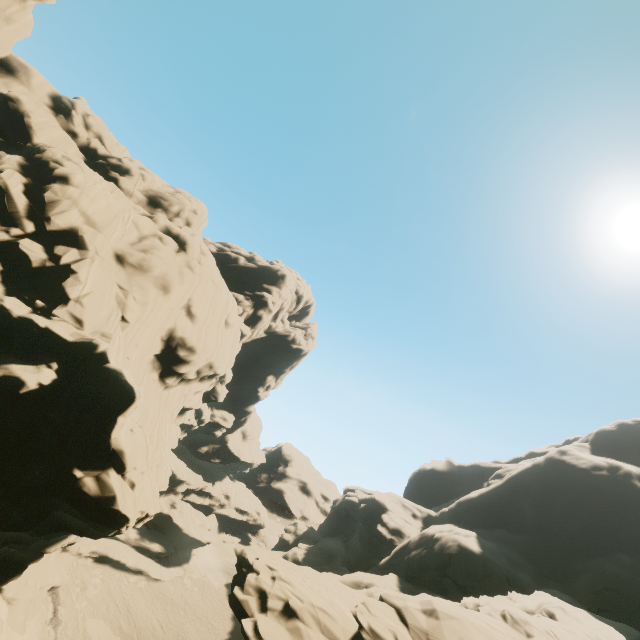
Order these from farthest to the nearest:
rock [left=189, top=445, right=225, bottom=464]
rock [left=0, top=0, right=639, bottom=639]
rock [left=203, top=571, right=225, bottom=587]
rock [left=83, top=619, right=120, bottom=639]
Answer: rock [left=189, top=445, right=225, bottom=464] < rock [left=203, top=571, right=225, bottom=587] < rock [left=83, top=619, right=120, bottom=639] < rock [left=0, top=0, right=639, bottom=639]

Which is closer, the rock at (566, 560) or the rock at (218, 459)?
the rock at (566, 560)

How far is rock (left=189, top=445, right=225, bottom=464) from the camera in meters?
58.9

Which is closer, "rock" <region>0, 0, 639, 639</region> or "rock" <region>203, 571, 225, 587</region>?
"rock" <region>0, 0, 639, 639</region>

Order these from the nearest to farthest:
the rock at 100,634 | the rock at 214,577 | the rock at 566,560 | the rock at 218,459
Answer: the rock at 566,560 < the rock at 100,634 < the rock at 214,577 < the rock at 218,459

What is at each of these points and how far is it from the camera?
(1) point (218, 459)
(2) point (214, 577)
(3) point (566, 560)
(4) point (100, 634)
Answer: (1) rock, 59.3 meters
(2) rock, 42.1 meters
(3) rock, 35.6 meters
(4) rock, 28.7 meters
